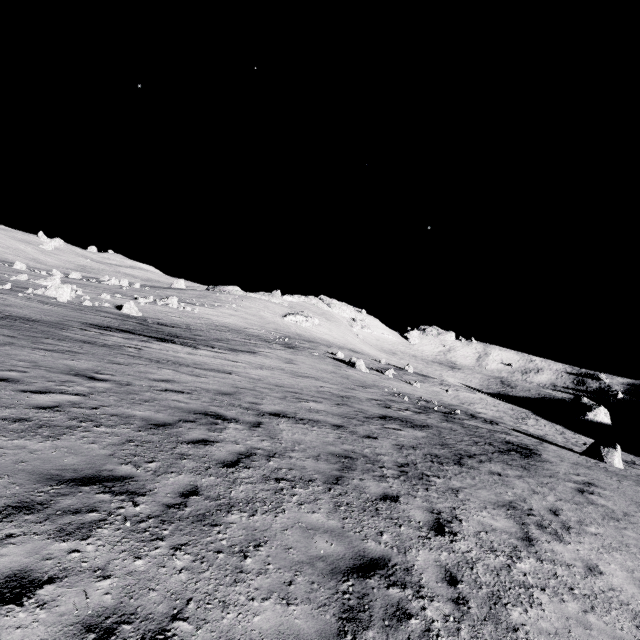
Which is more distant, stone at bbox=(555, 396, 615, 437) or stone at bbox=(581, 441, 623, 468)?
stone at bbox=(555, 396, 615, 437)

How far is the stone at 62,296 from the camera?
27.55m

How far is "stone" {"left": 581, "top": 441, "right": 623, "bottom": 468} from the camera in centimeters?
1817cm

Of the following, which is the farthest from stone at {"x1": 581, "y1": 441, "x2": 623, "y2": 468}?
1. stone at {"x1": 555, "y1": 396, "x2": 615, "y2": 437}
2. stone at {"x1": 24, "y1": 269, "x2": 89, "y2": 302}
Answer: stone at {"x1": 24, "y1": 269, "x2": 89, "y2": 302}

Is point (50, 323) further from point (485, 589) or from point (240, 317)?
point (240, 317)

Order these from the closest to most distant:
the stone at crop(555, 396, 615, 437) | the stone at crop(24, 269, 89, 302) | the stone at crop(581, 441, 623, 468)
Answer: the stone at crop(581, 441, 623, 468)
the stone at crop(24, 269, 89, 302)
the stone at crop(555, 396, 615, 437)

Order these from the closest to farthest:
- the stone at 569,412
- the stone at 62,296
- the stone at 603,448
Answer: the stone at 603,448 → the stone at 62,296 → the stone at 569,412
